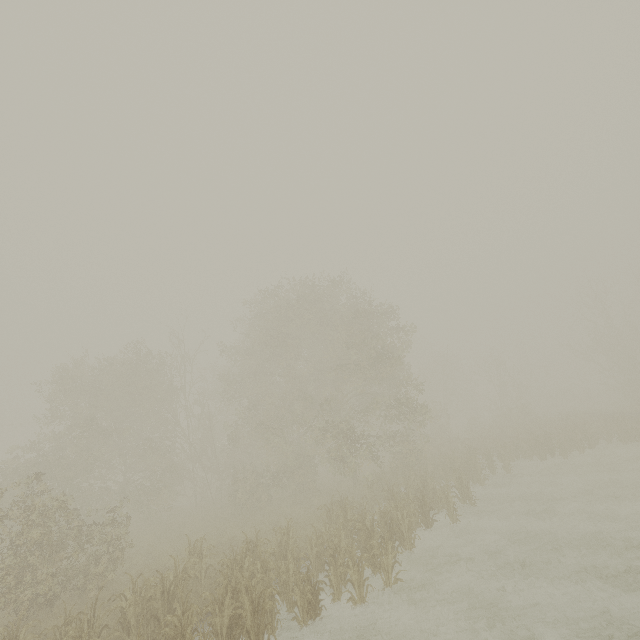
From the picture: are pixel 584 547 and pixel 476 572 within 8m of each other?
yes
